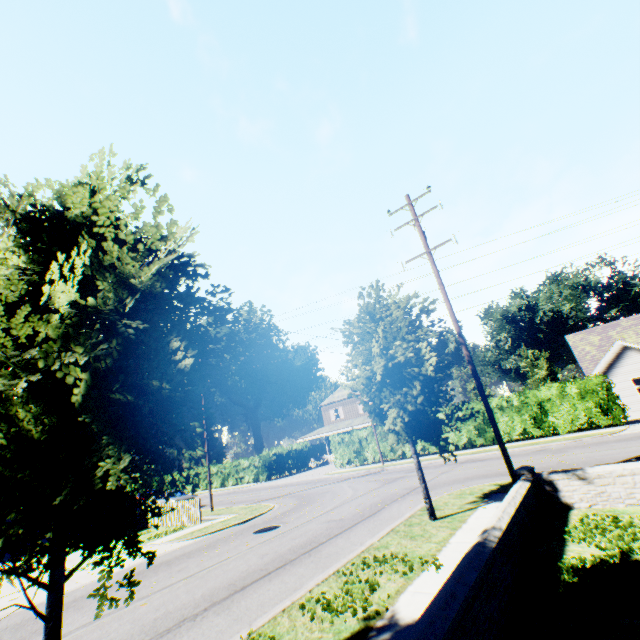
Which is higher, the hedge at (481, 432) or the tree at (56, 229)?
the tree at (56, 229)

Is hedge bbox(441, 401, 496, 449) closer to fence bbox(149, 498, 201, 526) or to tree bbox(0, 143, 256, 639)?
fence bbox(149, 498, 201, 526)

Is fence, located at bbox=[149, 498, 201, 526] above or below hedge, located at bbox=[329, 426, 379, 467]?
below

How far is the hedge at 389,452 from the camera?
27.3m

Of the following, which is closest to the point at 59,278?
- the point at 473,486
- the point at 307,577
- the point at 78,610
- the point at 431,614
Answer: the point at 431,614

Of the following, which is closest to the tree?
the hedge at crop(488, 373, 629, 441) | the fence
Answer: the fence

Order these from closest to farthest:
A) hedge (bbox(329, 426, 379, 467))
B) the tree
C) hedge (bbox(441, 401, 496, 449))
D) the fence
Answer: the tree < the fence < hedge (bbox(441, 401, 496, 449)) < hedge (bbox(329, 426, 379, 467))

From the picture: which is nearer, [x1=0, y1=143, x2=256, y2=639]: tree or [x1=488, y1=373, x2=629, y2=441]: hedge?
[x1=0, y1=143, x2=256, y2=639]: tree
